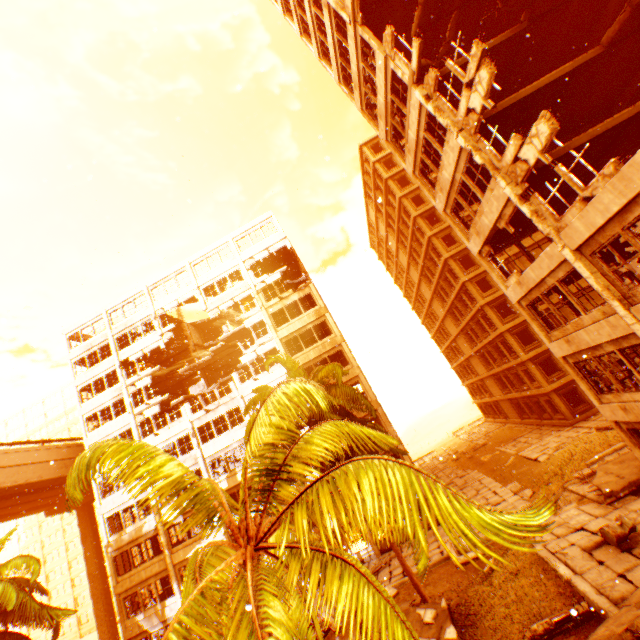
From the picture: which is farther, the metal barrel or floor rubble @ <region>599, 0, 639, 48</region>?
floor rubble @ <region>599, 0, 639, 48</region>

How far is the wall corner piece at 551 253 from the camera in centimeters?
1138cm

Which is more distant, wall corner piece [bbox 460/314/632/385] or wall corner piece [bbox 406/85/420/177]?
wall corner piece [bbox 406/85/420/177]

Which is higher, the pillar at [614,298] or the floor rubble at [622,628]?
the pillar at [614,298]

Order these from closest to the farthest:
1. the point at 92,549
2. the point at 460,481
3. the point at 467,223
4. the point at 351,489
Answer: the point at 351,489
the point at 460,481
the point at 467,223
the point at 92,549

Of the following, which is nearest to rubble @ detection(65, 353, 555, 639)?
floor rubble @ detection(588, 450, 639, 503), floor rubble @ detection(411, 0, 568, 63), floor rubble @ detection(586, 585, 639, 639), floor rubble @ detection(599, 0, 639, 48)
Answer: floor rubble @ detection(586, 585, 639, 639)

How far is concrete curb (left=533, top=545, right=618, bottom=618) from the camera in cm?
869

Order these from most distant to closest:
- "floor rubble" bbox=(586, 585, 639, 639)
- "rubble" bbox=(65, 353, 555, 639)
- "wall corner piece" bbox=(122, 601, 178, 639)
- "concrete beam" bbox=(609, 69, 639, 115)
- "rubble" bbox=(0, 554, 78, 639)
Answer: "wall corner piece" bbox=(122, 601, 178, 639) < "rubble" bbox=(0, 554, 78, 639) < "concrete beam" bbox=(609, 69, 639, 115) < "floor rubble" bbox=(586, 585, 639, 639) < "rubble" bbox=(65, 353, 555, 639)
